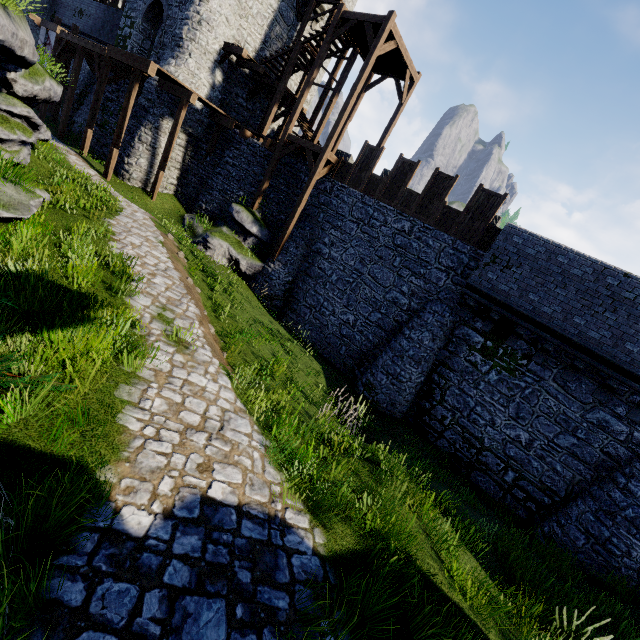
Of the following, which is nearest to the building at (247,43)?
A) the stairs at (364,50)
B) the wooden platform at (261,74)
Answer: the wooden platform at (261,74)

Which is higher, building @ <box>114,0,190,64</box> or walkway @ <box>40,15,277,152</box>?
building @ <box>114,0,190,64</box>

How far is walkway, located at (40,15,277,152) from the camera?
15.53m

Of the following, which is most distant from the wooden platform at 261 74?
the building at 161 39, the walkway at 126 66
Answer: the walkway at 126 66

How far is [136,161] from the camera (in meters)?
17.94

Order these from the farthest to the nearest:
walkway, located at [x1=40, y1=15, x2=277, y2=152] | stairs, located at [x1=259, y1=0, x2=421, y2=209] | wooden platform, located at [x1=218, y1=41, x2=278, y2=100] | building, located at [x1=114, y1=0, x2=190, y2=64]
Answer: building, located at [x1=114, y1=0, x2=190, y2=64], wooden platform, located at [x1=218, y1=41, x2=278, y2=100], walkway, located at [x1=40, y1=15, x2=277, y2=152], stairs, located at [x1=259, y1=0, x2=421, y2=209]

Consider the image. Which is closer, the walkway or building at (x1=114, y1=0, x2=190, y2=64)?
the walkway

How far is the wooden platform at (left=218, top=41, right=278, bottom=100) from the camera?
17.8 meters
